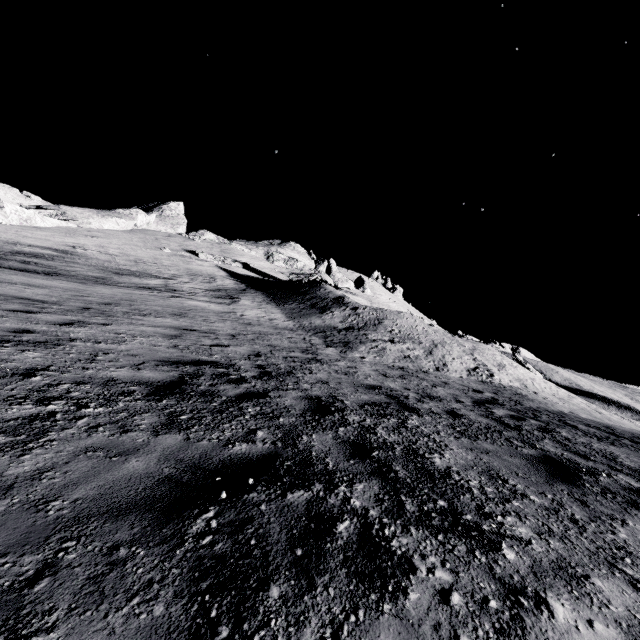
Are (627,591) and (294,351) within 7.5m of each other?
no
